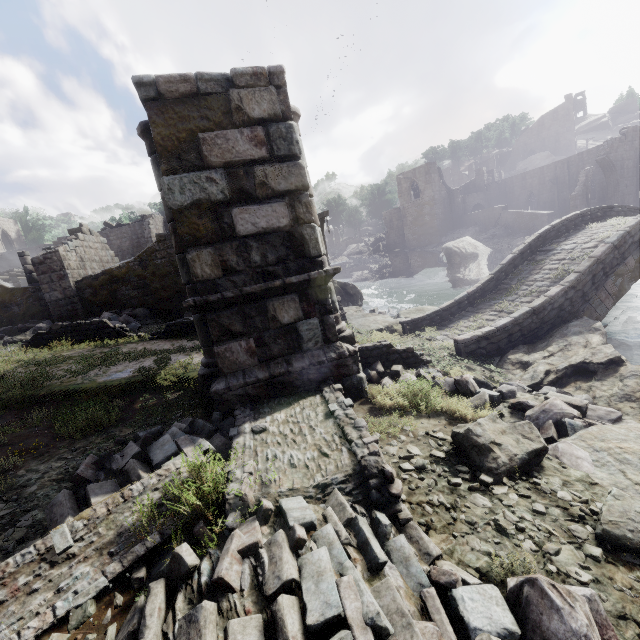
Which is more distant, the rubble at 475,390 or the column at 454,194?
the column at 454,194

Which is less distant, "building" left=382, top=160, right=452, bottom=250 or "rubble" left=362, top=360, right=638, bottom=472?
"rubble" left=362, top=360, right=638, bottom=472

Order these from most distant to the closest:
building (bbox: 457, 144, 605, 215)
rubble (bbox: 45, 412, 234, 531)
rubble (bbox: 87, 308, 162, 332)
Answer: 1. building (bbox: 457, 144, 605, 215)
2. rubble (bbox: 87, 308, 162, 332)
3. rubble (bbox: 45, 412, 234, 531)

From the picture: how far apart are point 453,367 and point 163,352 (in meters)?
8.32

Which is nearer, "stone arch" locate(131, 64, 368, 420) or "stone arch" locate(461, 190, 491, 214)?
"stone arch" locate(131, 64, 368, 420)

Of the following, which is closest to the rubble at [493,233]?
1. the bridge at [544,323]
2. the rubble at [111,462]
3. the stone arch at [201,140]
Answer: the stone arch at [201,140]

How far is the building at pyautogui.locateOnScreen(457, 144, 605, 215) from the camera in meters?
36.7 m
